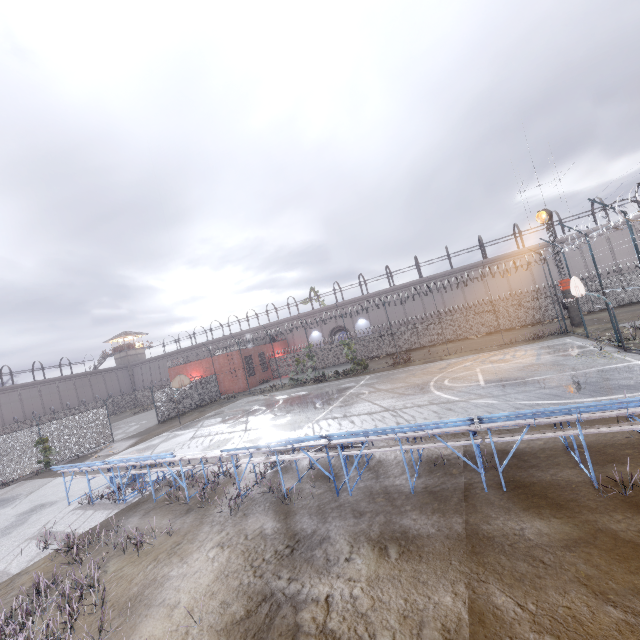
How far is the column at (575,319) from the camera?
24.1 meters

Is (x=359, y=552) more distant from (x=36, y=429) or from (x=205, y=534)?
(x=36, y=429)

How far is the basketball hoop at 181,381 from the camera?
23.9 meters

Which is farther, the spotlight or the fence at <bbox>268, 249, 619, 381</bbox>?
the fence at <bbox>268, 249, 619, 381</bbox>

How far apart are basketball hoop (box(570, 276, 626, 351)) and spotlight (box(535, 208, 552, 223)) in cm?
1171

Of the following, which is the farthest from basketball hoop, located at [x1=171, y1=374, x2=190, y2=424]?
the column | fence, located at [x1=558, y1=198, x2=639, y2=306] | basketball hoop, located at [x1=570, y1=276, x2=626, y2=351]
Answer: the column

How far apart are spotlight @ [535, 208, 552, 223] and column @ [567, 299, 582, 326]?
4.55m

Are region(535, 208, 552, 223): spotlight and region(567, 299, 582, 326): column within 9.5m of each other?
yes
